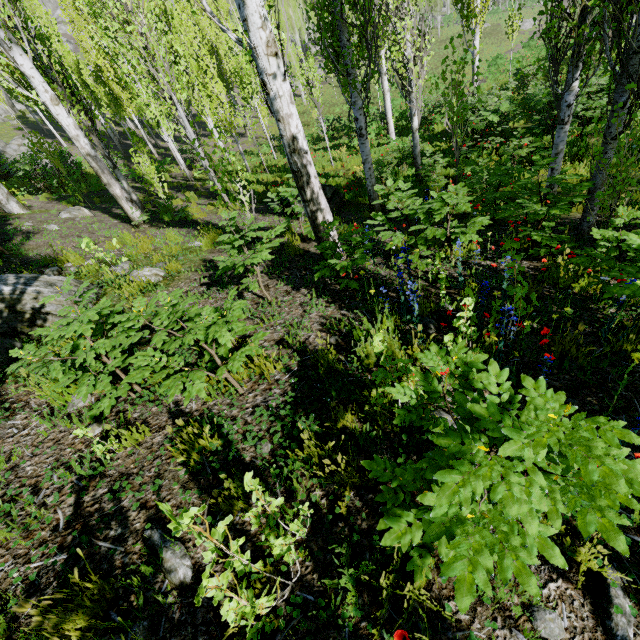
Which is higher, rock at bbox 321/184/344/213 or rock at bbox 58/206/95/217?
rock at bbox 58/206/95/217

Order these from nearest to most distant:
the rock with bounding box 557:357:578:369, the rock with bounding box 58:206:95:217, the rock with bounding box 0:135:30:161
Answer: the rock with bounding box 557:357:578:369 → the rock with bounding box 58:206:95:217 → the rock with bounding box 0:135:30:161

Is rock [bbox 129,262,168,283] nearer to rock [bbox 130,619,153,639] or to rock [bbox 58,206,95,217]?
rock [bbox 58,206,95,217]

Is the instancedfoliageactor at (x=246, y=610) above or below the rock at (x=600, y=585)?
above

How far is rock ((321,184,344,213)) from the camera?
8.9 meters

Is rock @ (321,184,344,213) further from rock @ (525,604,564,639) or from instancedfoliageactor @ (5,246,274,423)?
rock @ (525,604,564,639)

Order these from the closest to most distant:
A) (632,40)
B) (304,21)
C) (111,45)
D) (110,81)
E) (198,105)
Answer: (632,40), (111,45), (198,105), (110,81), (304,21)

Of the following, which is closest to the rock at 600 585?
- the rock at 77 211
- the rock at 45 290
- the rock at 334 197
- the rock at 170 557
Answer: the rock at 77 211
